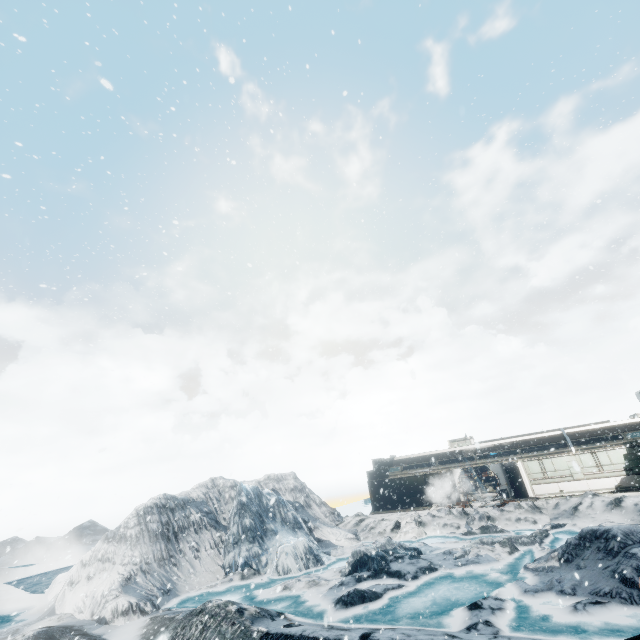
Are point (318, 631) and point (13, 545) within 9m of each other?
no
